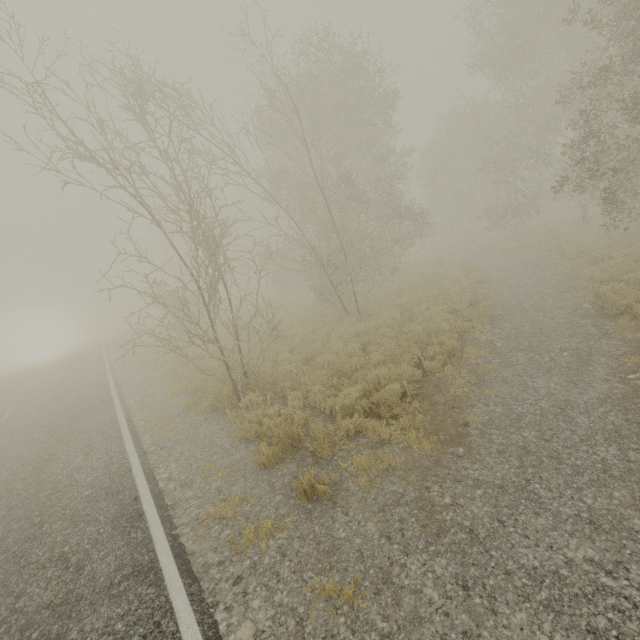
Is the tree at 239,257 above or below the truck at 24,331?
above

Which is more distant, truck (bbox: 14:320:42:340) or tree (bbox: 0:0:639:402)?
truck (bbox: 14:320:42:340)

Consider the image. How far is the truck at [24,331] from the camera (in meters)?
51.09

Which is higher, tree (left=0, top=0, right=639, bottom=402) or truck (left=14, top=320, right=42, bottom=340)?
tree (left=0, top=0, right=639, bottom=402)

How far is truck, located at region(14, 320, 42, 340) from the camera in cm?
5109

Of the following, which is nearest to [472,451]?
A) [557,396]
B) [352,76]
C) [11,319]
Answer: [557,396]
